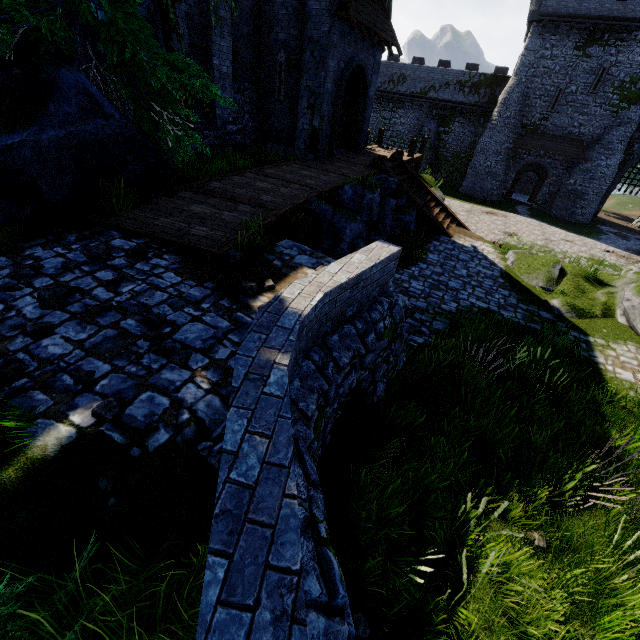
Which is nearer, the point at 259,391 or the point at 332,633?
the point at 332,633

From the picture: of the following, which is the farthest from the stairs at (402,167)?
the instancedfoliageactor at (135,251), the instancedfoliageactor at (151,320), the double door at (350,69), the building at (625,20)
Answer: the building at (625,20)

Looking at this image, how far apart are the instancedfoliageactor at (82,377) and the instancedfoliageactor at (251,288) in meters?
2.1

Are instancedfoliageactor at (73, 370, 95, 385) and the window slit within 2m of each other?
no

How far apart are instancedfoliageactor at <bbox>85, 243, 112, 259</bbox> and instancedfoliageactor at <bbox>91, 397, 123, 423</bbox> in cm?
303

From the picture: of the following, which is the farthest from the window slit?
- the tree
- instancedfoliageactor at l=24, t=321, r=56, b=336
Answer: instancedfoliageactor at l=24, t=321, r=56, b=336

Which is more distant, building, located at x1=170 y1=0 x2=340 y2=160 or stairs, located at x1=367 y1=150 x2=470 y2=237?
stairs, located at x1=367 y1=150 x2=470 y2=237

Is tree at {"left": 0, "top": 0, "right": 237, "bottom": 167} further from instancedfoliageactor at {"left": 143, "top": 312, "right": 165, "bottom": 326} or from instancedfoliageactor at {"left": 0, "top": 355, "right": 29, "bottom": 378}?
instancedfoliageactor at {"left": 0, "top": 355, "right": 29, "bottom": 378}
